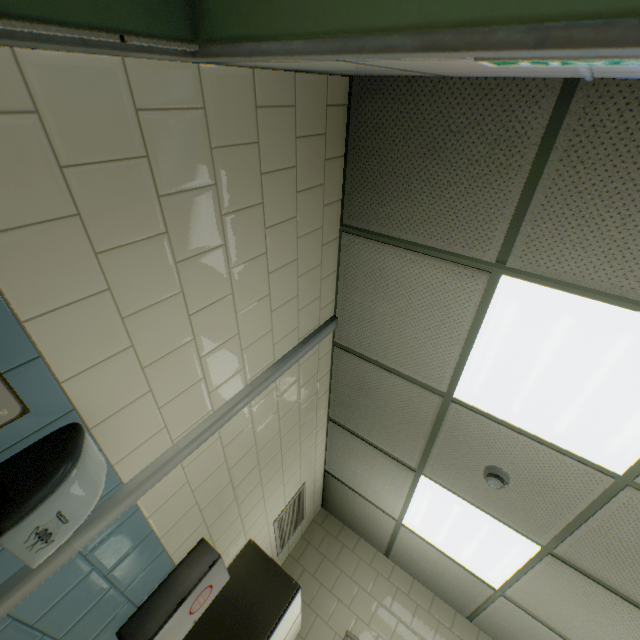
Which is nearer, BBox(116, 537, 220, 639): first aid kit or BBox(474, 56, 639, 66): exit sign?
BBox(474, 56, 639, 66): exit sign

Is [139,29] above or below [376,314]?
below

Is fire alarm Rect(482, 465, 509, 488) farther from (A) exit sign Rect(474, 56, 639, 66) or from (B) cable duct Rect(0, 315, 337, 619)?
(A) exit sign Rect(474, 56, 639, 66)

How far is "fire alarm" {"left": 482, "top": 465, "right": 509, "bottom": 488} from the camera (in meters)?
2.25

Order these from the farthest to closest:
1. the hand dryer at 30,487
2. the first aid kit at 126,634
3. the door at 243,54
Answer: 1. the first aid kit at 126,634
2. the hand dryer at 30,487
3. the door at 243,54

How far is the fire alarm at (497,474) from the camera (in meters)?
2.25

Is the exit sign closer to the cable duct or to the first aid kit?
the cable duct

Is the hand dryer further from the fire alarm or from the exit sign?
the fire alarm
